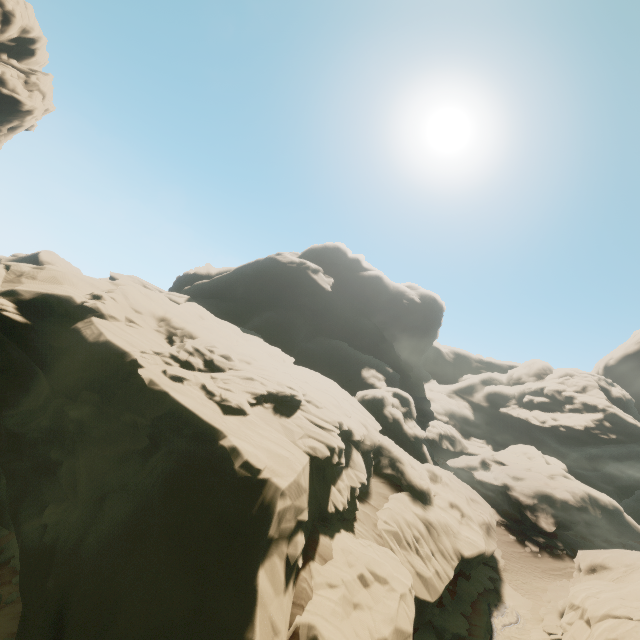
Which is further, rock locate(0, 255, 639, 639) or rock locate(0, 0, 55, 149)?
rock locate(0, 0, 55, 149)

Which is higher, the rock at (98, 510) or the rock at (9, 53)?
the rock at (9, 53)

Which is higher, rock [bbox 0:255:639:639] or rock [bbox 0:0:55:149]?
rock [bbox 0:0:55:149]

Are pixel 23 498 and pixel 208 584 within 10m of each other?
yes

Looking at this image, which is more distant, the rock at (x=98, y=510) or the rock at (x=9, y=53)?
the rock at (x=9, y=53)
